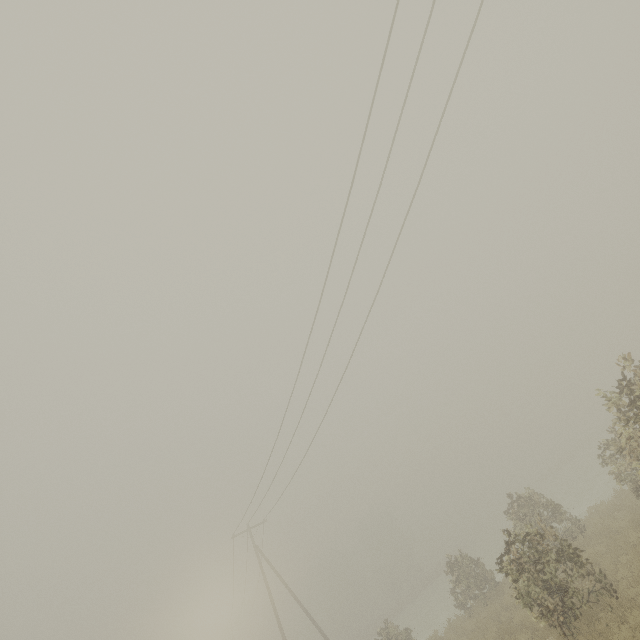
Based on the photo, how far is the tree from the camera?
56.7m

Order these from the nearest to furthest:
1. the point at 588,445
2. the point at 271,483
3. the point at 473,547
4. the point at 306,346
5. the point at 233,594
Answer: the point at 306,346 → the point at 271,483 → the point at 233,594 → the point at 473,547 → the point at 588,445

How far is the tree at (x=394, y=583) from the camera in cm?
5666
